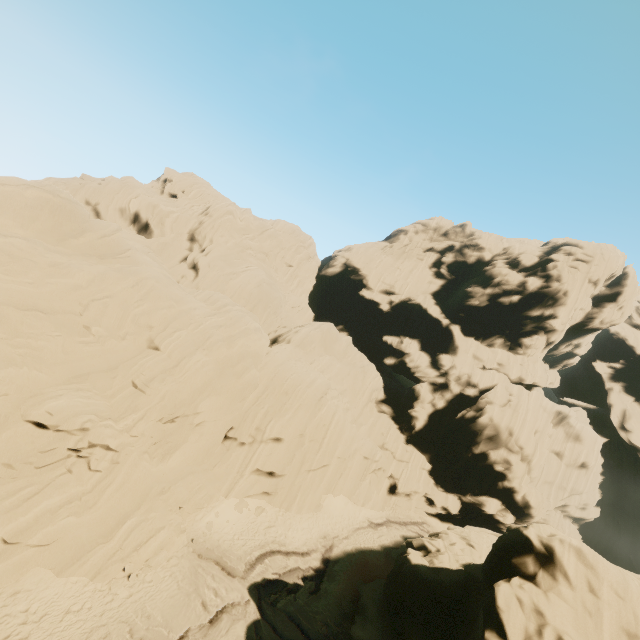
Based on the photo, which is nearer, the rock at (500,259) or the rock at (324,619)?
the rock at (500,259)

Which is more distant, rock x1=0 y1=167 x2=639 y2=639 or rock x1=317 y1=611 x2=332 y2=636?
rock x1=317 y1=611 x2=332 y2=636

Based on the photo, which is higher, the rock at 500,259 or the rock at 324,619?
the rock at 500,259

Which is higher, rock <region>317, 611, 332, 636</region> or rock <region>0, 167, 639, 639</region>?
rock <region>0, 167, 639, 639</region>

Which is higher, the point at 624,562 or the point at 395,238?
the point at 395,238
